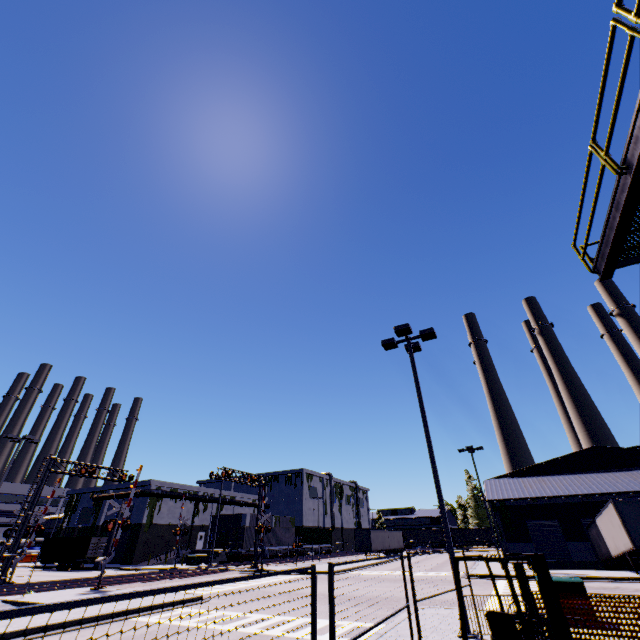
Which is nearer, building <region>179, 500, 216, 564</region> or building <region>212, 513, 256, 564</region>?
building <region>212, 513, 256, 564</region>

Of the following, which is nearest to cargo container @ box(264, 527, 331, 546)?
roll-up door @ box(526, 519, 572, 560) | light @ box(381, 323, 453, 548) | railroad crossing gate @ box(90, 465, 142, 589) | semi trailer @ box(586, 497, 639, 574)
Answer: semi trailer @ box(586, 497, 639, 574)

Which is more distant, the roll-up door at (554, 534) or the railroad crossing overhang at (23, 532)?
→ the roll-up door at (554, 534)

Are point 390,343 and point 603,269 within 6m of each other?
no

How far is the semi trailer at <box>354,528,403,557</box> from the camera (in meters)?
47.00

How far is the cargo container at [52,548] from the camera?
40.9 meters

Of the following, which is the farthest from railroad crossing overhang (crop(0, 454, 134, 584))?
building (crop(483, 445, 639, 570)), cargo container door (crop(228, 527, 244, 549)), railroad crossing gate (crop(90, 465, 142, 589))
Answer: cargo container door (crop(228, 527, 244, 549))

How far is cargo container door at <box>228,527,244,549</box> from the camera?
41.0m
